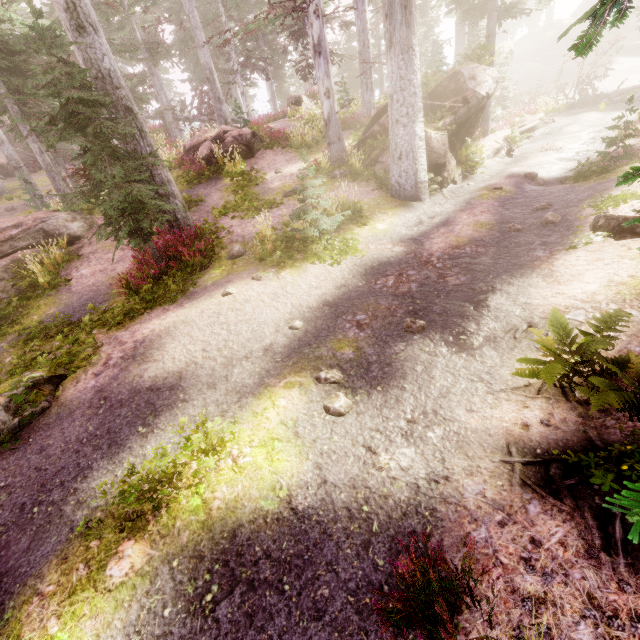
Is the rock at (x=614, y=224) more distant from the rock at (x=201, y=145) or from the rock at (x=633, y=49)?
the rock at (x=633, y=49)

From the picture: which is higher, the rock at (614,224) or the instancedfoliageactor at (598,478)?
the rock at (614,224)

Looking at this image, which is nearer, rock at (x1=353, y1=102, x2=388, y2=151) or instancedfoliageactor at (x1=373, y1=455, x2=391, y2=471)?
instancedfoliageactor at (x1=373, y1=455, x2=391, y2=471)

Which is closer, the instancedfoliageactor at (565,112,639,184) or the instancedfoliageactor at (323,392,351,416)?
the instancedfoliageactor at (323,392,351,416)

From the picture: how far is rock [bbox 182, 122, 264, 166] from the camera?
16.2m

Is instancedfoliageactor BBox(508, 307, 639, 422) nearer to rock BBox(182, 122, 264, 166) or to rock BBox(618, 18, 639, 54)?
rock BBox(618, 18, 639, 54)

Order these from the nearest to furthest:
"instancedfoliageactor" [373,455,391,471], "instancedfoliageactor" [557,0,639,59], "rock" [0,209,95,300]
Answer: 1. "instancedfoliageactor" [557,0,639,59]
2. "instancedfoliageactor" [373,455,391,471]
3. "rock" [0,209,95,300]

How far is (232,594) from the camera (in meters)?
3.25
